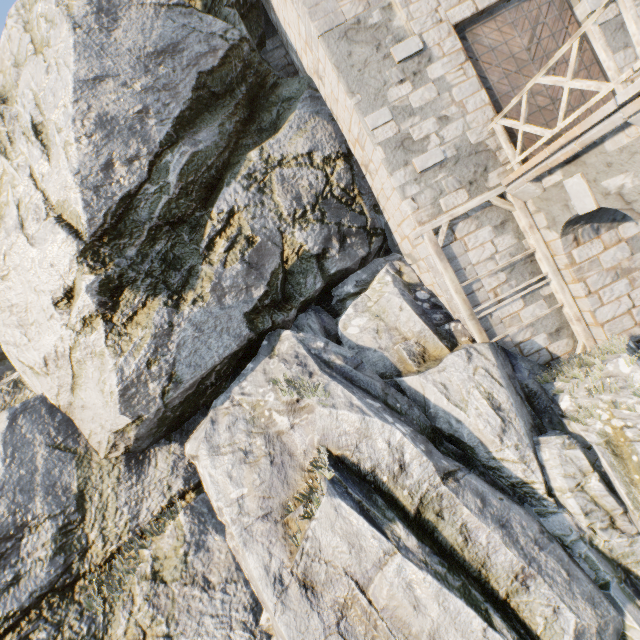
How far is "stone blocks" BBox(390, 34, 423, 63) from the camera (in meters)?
7.75

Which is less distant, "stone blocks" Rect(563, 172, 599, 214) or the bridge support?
the bridge support

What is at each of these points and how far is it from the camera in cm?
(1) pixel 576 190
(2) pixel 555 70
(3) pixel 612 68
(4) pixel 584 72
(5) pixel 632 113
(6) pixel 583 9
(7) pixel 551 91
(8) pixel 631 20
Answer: (1) stone blocks, 622
(2) castle gate, 802
(3) wooden fence, 460
(4) castle gate, 801
(5) stone blocks, 458
(6) stone blocks, 777
(7) castle gate, 803
(8) wooden fence, 415

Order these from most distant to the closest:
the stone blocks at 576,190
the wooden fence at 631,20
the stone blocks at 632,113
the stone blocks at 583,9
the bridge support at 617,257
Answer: the stone blocks at 583,9
the stone blocks at 576,190
the bridge support at 617,257
the stone blocks at 632,113
the wooden fence at 631,20

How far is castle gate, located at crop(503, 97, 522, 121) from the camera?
8.0m

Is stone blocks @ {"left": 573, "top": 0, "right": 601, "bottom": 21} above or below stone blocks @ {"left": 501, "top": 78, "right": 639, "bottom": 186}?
above

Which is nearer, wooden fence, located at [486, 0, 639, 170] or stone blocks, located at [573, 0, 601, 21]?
wooden fence, located at [486, 0, 639, 170]

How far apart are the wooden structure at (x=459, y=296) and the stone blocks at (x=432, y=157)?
1.2m
